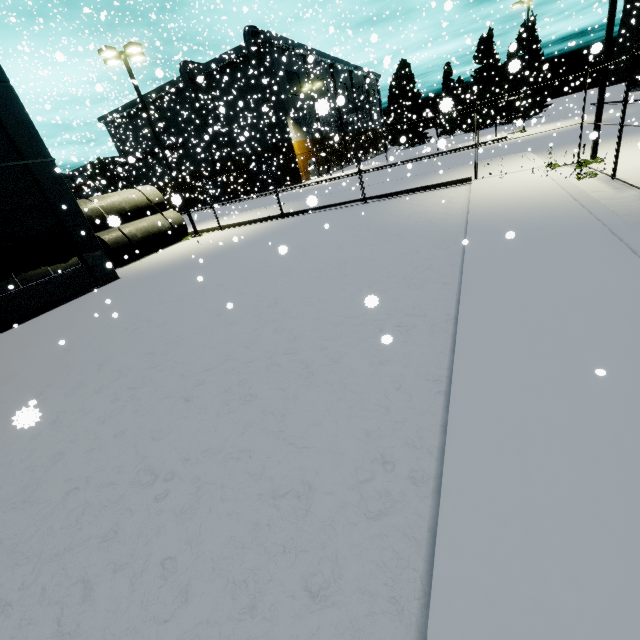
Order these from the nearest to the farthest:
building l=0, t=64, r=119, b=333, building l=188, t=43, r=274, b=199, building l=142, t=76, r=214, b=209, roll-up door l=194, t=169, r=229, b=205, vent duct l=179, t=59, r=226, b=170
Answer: building l=0, t=64, r=119, b=333 → building l=188, t=43, r=274, b=199 → vent duct l=179, t=59, r=226, b=170 → building l=142, t=76, r=214, b=209 → roll-up door l=194, t=169, r=229, b=205

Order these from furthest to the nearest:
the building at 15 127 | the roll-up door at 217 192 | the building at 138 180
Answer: the roll-up door at 217 192 → the building at 138 180 → the building at 15 127

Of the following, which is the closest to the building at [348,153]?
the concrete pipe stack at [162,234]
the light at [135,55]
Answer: the concrete pipe stack at [162,234]

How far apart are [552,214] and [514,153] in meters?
16.7 m

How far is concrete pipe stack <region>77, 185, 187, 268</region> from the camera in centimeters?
1708cm

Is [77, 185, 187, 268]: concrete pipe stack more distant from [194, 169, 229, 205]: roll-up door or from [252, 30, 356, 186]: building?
[194, 169, 229, 205]: roll-up door

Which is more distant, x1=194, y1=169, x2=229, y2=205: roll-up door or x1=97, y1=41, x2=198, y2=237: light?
x1=194, y1=169, x2=229, y2=205: roll-up door

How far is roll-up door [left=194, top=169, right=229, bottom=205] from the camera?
43.06m
